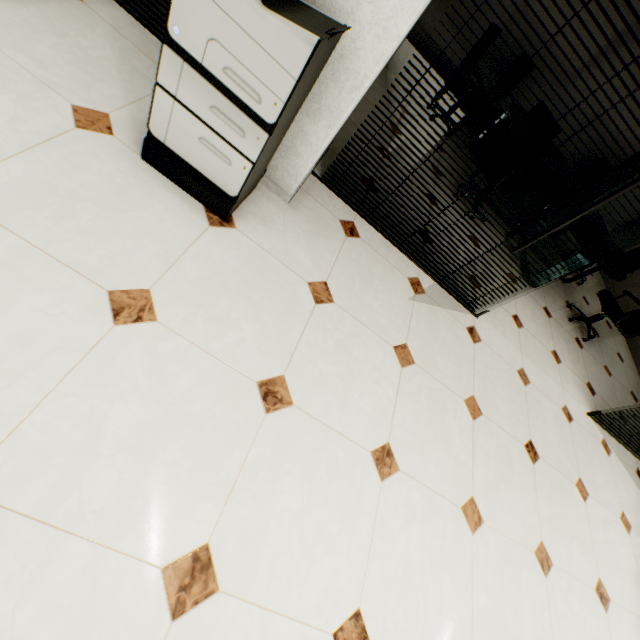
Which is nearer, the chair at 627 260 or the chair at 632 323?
the chair at 632 323

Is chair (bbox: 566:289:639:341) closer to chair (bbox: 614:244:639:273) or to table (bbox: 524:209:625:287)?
table (bbox: 524:209:625:287)

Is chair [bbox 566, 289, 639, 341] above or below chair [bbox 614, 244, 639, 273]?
below

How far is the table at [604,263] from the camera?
3.8 meters

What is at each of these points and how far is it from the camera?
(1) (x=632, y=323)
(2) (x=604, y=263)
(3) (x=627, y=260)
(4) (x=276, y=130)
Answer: (1) chair, 4.4 meters
(2) table, 3.9 meters
(3) chair, 5.4 meters
(4) copier, 1.5 meters

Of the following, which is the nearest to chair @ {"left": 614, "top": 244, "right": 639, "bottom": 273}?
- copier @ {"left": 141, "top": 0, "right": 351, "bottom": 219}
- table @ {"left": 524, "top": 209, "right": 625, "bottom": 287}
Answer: table @ {"left": 524, "top": 209, "right": 625, "bottom": 287}

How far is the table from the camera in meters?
3.8 m

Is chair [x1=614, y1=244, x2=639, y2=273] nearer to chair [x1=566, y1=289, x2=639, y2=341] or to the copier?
chair [x1=566, y1=289, x2=639, y2=341]
